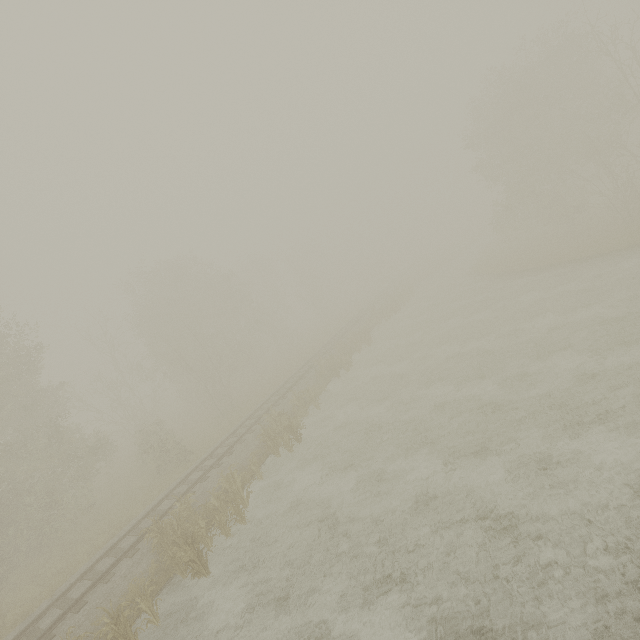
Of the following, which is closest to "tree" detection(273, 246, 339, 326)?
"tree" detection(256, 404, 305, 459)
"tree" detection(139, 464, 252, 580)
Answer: "tree" detection(256, 404, 305, 459)

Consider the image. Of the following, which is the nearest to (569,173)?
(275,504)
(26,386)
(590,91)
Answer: (590,91)

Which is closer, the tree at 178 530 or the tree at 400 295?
the tree at 178 530

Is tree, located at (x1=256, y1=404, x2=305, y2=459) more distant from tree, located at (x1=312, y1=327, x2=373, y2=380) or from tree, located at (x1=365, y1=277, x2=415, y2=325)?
tree, located at (x1=365, y1=277, x2=415, y2=325)

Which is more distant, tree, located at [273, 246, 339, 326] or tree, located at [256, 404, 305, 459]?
tree, located at [273, 246, 339, 326]

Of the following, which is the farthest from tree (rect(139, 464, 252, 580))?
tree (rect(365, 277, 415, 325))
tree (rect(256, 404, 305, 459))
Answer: tree (rect(365, 277, 415, 325))

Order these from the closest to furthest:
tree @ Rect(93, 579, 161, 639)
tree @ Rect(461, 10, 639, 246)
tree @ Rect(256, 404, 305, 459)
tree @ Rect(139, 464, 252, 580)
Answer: tree @ Rect(93, 579, 161, 639), tree @ Rect(139, 464, 252, 580), tree @ Rect(256, 404, 305, 459), tree @ Rect(461, 10, 639, 246)

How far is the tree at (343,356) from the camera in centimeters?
2395cm
